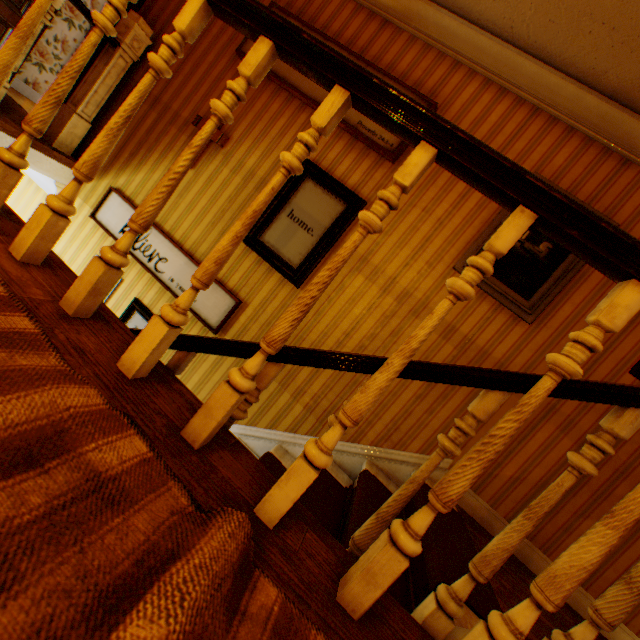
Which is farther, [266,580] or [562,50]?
[562,50]

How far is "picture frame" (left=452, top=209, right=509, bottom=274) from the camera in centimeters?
265cm

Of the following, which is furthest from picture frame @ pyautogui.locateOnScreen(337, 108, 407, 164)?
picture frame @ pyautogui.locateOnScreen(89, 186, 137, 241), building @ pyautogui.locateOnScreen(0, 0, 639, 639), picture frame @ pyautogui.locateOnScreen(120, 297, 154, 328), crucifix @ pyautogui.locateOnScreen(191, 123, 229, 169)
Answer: picture frame @ pyautogui.locateOnScreen(120, 297, 154, 328)

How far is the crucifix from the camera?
3.24m

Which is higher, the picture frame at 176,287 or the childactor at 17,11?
the childactor at 17,11

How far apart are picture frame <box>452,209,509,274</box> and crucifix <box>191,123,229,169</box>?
2.5m

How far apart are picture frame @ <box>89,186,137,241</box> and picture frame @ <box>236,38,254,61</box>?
1.9 meters

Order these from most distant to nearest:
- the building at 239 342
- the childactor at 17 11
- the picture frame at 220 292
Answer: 1. the childactor at 17 11
2. the picture frame at 220 292
3. the building at 239 342
